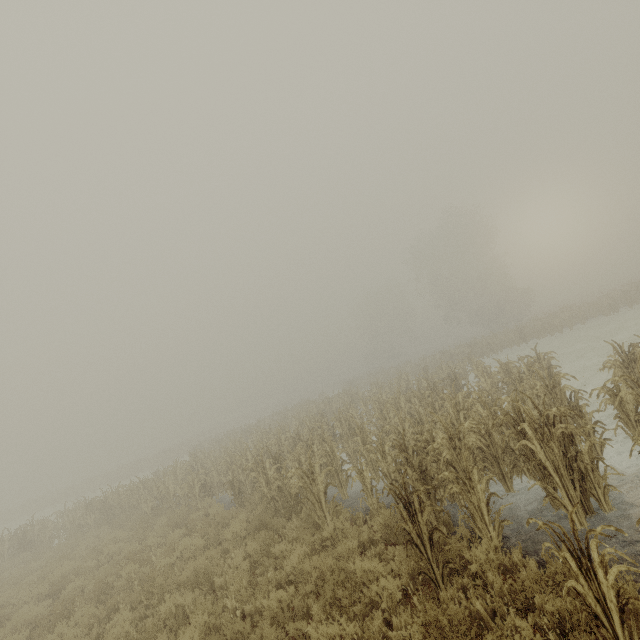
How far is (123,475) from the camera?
39.69m
